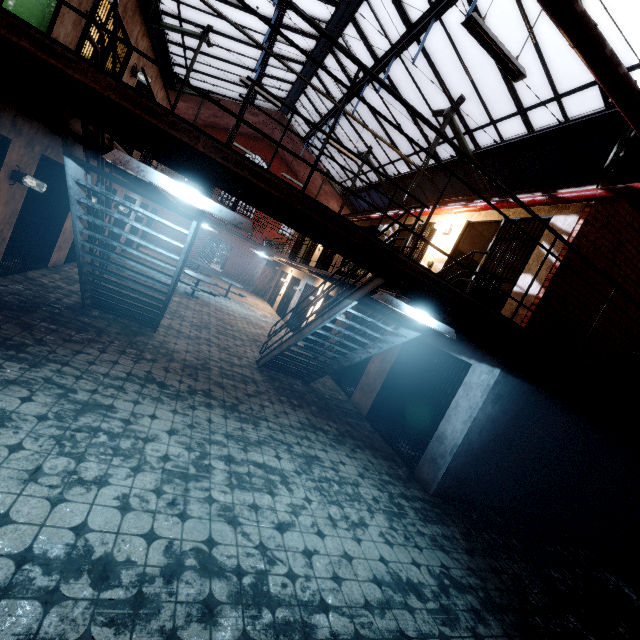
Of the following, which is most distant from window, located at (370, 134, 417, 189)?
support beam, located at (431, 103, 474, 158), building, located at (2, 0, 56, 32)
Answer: building, located at (2, 0, 56, 32)

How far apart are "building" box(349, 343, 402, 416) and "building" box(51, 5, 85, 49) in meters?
8.0

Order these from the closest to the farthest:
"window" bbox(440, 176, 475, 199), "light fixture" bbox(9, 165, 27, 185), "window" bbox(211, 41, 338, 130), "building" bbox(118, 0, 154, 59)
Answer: "light fixture" bbox(9, 165, 27, 185) → "building" bbox(118, 0, 154, 59) → "window" bbox(440, 176, 475, 199) → "window" bbox(211, 41, 338, 130)

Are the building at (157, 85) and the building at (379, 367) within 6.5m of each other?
Answer: no

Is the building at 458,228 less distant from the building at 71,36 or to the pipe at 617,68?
the pipe at 617,68

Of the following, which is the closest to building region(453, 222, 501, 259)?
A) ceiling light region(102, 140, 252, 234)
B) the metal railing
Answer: the metal railing

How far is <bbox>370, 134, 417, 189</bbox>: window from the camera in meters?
14.6 m

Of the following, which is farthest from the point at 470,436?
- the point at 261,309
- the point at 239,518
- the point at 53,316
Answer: the point at 261,309
